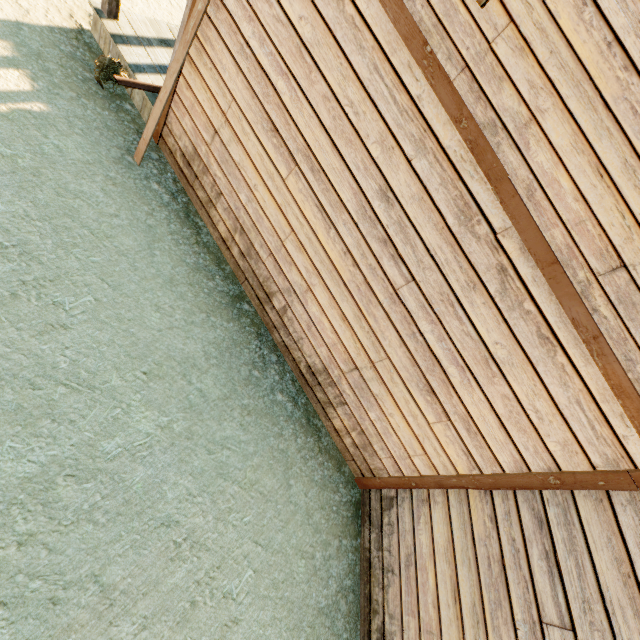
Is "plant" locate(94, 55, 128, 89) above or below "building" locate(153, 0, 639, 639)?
below

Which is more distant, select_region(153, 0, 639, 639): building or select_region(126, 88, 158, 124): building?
select_region(126, 88, 158, 124): building

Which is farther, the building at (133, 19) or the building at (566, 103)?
the building at (133, 19)

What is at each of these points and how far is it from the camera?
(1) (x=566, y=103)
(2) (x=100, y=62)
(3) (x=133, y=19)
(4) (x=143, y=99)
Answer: (1) building, 2.2 meters
(2) plant, 4.6 meters
(3) building, 5.3 meters
(4) building, 5.0 meters

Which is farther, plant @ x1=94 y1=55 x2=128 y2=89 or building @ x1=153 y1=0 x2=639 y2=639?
plant @ x1=94 y1=55 x2=128 y2=89

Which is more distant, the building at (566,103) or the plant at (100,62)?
the plant at (100,62)

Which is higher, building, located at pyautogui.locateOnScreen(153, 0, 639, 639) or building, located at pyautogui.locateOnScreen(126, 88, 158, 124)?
building, located at pyautogui.locateOnScreen(153, 0, 639, 639)
